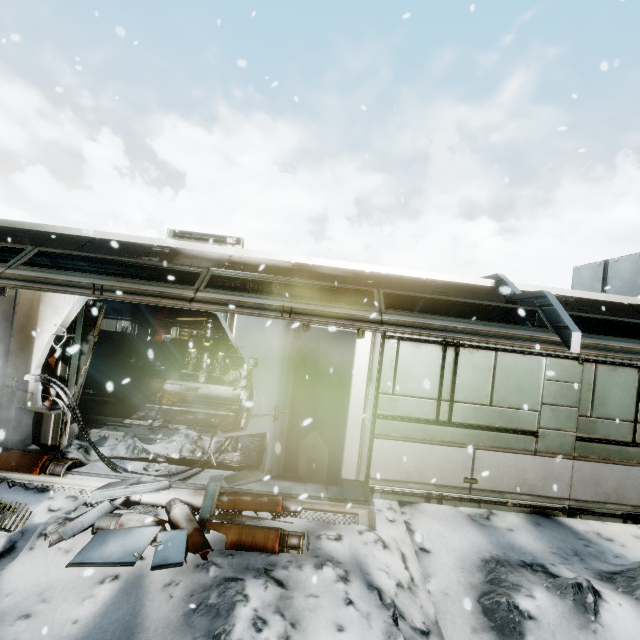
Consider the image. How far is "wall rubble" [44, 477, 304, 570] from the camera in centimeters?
361cm

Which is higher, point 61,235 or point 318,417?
point 61,235

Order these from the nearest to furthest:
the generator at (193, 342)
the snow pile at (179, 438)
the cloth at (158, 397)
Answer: the snow pile at (179, 438) → the cloth at (158, 397) → the generator at (193, 342)

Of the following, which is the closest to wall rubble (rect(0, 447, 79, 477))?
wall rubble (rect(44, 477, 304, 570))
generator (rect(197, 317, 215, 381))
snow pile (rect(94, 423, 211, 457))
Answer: snow pile (rect(94, 423, 211, 457))

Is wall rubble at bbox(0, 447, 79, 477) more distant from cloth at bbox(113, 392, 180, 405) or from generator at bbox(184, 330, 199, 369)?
generator at bbox(184, 330, 199, 369)

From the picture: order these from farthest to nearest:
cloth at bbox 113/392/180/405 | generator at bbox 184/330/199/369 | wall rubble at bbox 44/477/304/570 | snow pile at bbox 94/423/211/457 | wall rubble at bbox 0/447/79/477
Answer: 1. generator at bbox 184/330/199/369
2. cloth at bbox 113/392/180/405
3. snow pile at bbox 94/423/211/457
4. wall rubble at bbox 0/447/79/477
5. wall rubble at bbox 44/477/304/570

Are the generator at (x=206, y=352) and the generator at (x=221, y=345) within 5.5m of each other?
yes
